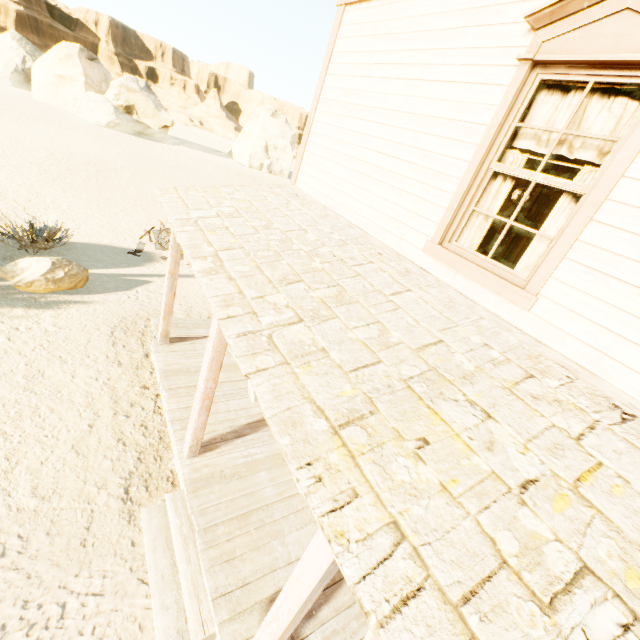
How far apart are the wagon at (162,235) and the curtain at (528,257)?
9.1 meters

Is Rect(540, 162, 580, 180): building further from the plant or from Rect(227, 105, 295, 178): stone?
Rect(227, 105, 295, 178): stone

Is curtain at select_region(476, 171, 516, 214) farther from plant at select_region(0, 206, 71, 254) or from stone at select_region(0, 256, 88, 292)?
plant at select_region(0, 206, 71, 254)

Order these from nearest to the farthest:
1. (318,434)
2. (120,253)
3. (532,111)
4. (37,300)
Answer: (318,434) < (532,111) < (37,300) < (120,253)

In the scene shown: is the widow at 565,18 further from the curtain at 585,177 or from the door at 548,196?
the door at 548,196

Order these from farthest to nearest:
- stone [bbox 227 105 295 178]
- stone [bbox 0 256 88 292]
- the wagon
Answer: stone [bbox 227 105 295 178]
the wagon
stone [bbox 0 256 88 292]

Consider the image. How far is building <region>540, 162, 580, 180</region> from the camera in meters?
8.4 m

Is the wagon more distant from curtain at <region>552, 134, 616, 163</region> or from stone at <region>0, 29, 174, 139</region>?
stone at <region>0, 29, 174, 139</region>
